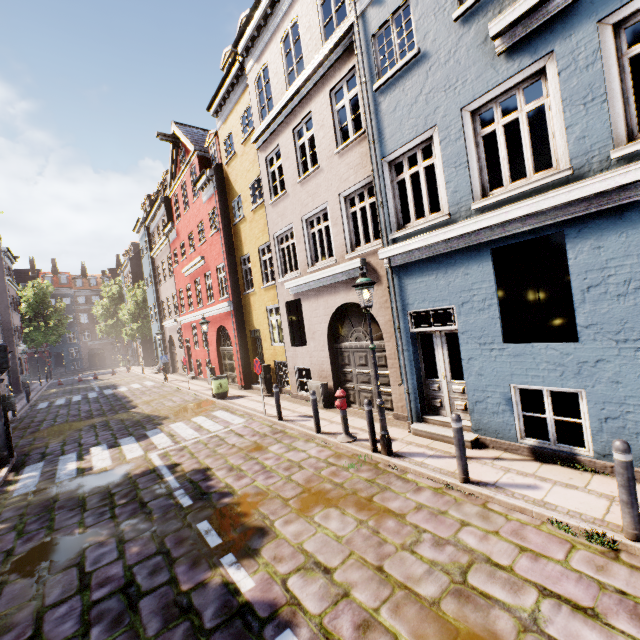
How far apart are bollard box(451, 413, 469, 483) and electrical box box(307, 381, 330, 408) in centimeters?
577cm

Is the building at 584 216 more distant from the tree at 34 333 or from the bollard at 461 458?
the tree at 34 333

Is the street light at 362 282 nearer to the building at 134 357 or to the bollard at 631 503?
the building at 134 357

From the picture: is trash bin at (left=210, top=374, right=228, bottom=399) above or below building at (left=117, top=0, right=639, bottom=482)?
below

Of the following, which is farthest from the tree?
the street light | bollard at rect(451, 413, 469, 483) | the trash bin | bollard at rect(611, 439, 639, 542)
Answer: bollard at rect(611, 439, 639, 542)

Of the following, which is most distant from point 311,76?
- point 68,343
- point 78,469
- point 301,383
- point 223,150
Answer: point 68,343

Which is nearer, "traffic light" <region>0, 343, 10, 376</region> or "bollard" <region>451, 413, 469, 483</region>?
"bollard" <region>451, 413, 469, 483</region>

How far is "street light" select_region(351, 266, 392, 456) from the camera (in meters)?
6.45
